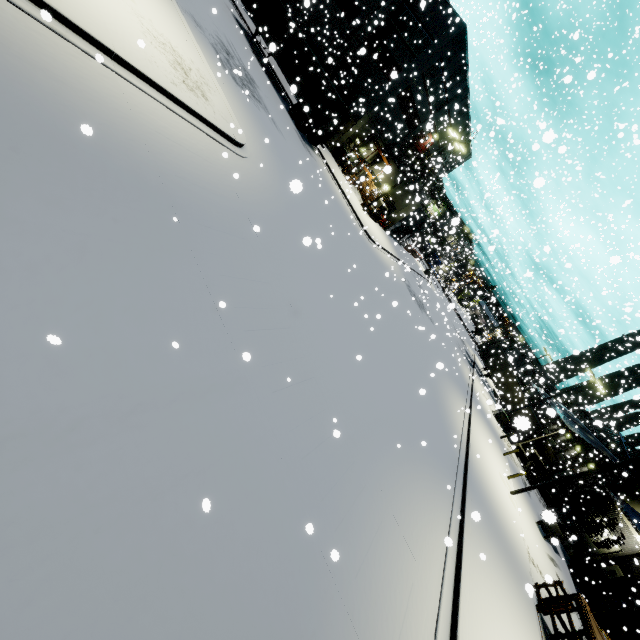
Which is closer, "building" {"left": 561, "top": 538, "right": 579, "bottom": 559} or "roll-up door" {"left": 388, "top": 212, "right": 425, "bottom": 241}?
"building" {"left": 561, "top": 538, "right": 579, "bottom": 559}

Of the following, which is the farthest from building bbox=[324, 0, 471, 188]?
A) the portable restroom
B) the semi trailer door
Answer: the semi trailer door

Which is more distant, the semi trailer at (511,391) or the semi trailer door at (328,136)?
the semi trailer at (511,391)

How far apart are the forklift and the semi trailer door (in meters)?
34.47

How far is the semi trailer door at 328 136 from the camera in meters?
24.0 m

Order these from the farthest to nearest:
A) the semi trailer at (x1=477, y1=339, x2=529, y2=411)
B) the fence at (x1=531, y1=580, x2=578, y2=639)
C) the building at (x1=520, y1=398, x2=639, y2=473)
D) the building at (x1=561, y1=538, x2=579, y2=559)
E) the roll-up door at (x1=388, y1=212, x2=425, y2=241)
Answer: the roll-up door at (x1=388, y1=212, x2=425, y2=241), the semi trailer at (x1=477, y1=339, x2=529, y2=411), the building at (x1=520, y1=398, x2=639, y2=473), the building at (x1=561, y1=538, x2=579, y2=559), the fence at (x1=531, y1=580, x2=578, y2=639)

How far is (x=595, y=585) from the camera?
22.7m

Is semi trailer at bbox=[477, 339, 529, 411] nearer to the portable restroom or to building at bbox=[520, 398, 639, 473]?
building at bbox=[520, 398, 639, 473]
